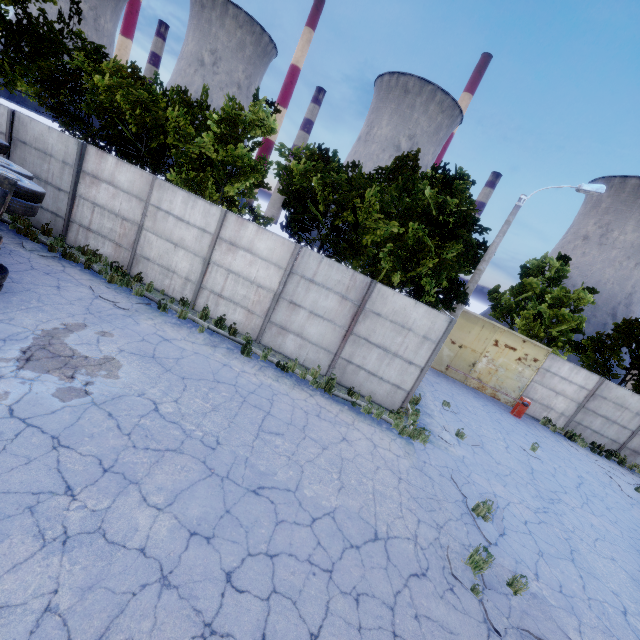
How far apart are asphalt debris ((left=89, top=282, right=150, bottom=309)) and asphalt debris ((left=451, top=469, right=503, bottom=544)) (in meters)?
10.43

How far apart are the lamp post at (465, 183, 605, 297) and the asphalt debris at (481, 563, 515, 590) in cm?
855

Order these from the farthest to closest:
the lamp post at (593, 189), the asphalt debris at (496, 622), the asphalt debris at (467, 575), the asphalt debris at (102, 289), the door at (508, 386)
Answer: the door at (508, 386) → the lamp post at (593, 189) → the asphalt debris at (102, 289) → the asphalt debris at (467, 575) → the asphalt debris at (496, 622)

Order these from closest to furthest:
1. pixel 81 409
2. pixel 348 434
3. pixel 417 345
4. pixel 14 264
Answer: pixel 81 409 → pixel 348 434 → pixel 14 264 → pixel 417 345

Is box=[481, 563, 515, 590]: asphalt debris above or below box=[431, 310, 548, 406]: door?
below

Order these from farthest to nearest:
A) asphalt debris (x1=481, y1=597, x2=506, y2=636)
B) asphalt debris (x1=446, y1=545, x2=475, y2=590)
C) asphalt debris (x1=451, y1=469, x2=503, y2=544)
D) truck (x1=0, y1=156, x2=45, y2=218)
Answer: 1. asphalt debris (x1=451, y1=469, x2=503, y2=544)
2. truck (x1=0, y1=156, x2=45, y2=218)
3. asphalt debris (x1=446, y1=545, x2=475, y2=590)
4. asphalt debris (x1=481, y1=597, x2=506, y2=636)

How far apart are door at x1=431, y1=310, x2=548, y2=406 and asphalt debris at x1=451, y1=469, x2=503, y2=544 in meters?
10.4

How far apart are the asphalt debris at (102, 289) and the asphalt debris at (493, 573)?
10.33m
